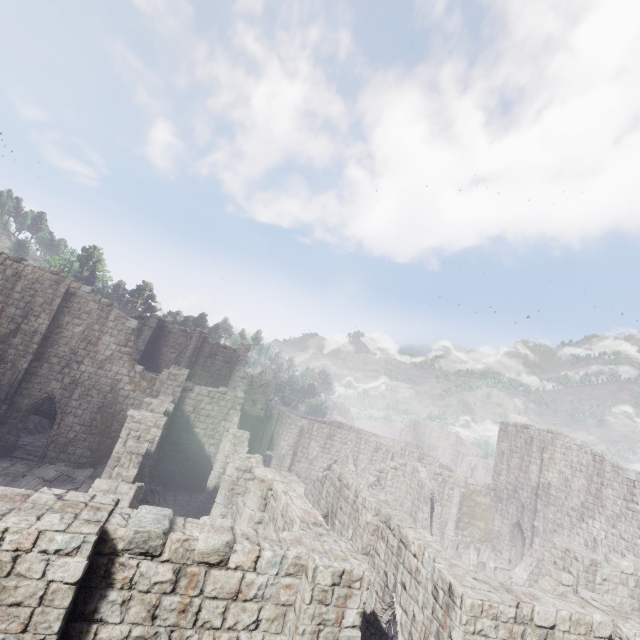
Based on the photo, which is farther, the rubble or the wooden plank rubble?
the rubble

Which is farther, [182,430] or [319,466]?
[319,466]

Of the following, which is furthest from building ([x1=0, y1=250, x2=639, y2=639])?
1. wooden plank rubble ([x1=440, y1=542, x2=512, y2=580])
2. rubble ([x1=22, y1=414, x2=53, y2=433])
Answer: rubble ([x1=22, y1=414, x2=53, y2=433])

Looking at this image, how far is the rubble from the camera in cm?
2522

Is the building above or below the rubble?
above

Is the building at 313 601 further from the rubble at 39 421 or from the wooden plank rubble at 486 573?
the rubble at 39 421

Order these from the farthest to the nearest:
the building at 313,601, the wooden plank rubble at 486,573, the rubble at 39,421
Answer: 1. the rubble at 39,421
2. the wooden plank rubble at 486,573
3. the building at 313,601

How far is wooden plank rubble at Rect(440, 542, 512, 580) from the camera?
20.6m
